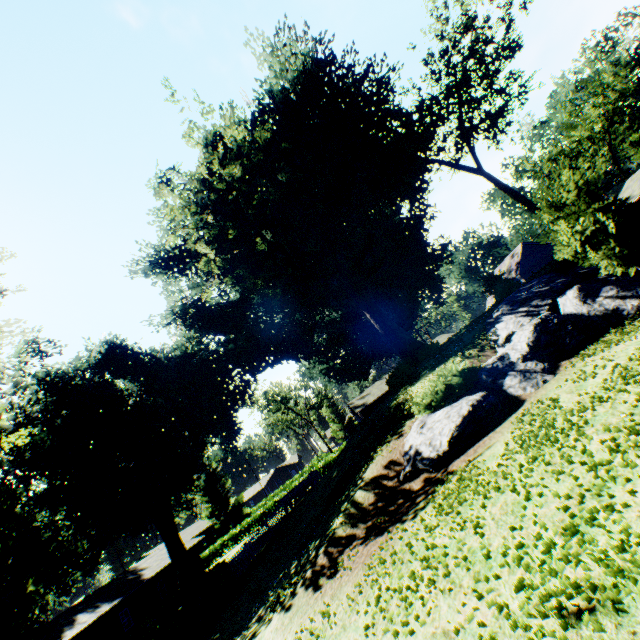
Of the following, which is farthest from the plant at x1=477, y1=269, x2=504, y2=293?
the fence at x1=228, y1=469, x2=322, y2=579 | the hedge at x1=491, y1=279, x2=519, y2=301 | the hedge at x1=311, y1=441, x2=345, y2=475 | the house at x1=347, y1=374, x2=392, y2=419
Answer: the hedge at x1=311, y1=441, x2=345, y2=475

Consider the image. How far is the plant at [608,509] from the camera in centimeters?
386cm

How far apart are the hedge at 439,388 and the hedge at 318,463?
30.4m

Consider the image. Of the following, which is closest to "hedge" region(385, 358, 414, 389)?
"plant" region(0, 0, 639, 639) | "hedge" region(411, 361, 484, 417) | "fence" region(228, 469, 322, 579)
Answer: "plant" region(0, 0, 639, 639)

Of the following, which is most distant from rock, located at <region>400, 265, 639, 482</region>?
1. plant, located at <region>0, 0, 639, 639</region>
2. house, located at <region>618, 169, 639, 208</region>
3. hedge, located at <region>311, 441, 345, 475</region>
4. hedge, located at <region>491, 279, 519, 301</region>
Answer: hedge, located at <region>311, 441, 345, 475</region>

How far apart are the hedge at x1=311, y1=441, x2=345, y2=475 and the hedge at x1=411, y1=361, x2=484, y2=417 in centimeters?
3043cm

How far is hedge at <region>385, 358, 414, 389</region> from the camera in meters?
22.3 m

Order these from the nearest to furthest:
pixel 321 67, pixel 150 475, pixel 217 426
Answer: pixel 321 67
pixel 150 475
pixel 217 426
